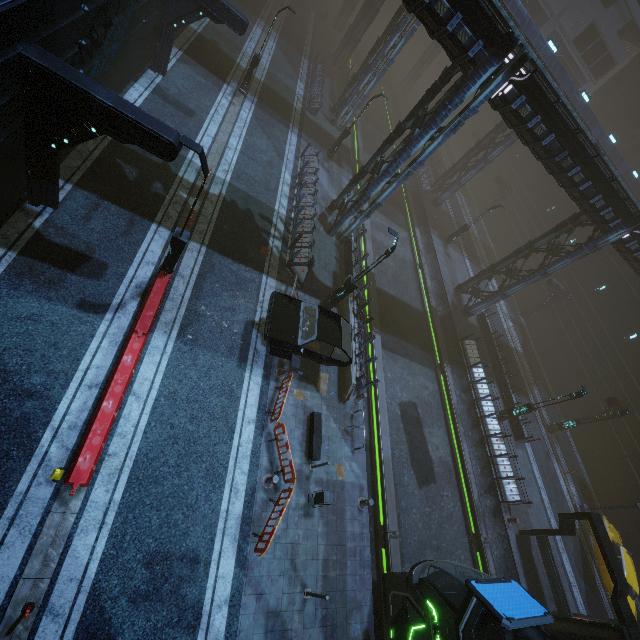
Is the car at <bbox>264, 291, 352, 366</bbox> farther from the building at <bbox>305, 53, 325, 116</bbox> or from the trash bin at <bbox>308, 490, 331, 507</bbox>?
the trash bin at <bbox>308, 490, 331, 507</bbox>

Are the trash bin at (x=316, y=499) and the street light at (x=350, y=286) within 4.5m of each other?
no

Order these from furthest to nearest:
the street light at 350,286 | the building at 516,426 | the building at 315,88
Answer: the building at 315,88
the building at 516,426
the street light at 350,286

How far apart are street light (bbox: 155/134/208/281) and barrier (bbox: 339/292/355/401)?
8.2 meters

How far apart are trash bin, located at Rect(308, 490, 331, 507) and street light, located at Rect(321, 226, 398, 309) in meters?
8.4

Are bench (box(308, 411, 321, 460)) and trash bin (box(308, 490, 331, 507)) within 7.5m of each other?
yes

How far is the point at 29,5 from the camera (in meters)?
7.05

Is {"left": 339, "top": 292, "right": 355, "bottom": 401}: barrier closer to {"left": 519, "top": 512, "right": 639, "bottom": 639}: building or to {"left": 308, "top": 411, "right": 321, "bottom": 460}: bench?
{"left": 519, "top": 512, "right": 639, "bottom": 639}: building
